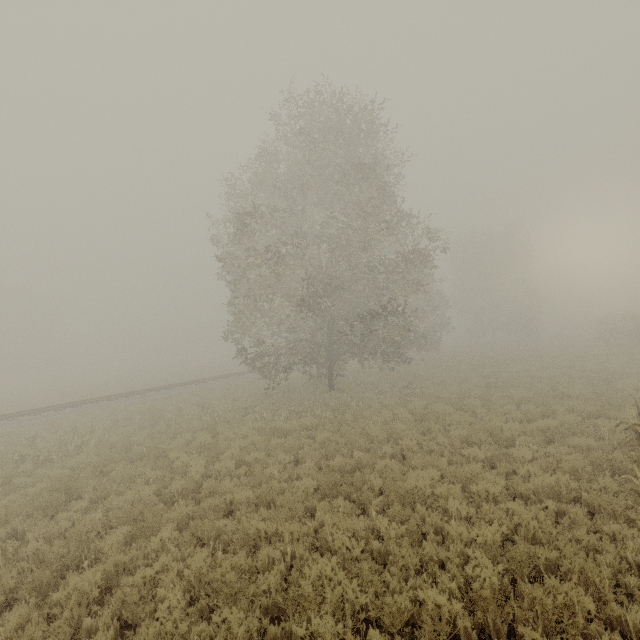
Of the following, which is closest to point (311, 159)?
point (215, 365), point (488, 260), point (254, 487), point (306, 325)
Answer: point (306, 325)
